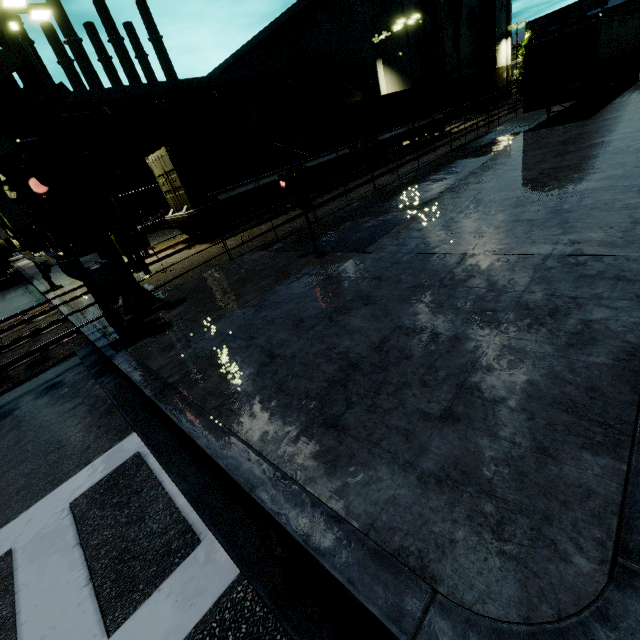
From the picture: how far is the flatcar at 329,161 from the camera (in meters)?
18.81

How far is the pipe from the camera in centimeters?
2453cm

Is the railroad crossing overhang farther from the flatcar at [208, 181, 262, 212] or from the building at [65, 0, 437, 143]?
the building at [65, 0, 437, 143]

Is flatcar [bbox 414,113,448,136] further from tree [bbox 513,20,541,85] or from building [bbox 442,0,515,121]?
tree [bbox 513,20,541,85]

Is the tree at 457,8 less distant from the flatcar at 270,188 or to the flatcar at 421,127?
the flatcar at 421,127

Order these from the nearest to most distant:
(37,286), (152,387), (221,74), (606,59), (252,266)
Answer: (152,387), (252,266), (606,59), (37,286), (221,74)

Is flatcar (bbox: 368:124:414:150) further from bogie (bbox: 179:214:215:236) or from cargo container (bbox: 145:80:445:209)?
bogie (bbox: 179:214:215:236)

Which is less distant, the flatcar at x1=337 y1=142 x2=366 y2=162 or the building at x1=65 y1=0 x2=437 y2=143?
the flatcar at x1=337 y1=142 x2=366 y2=162
